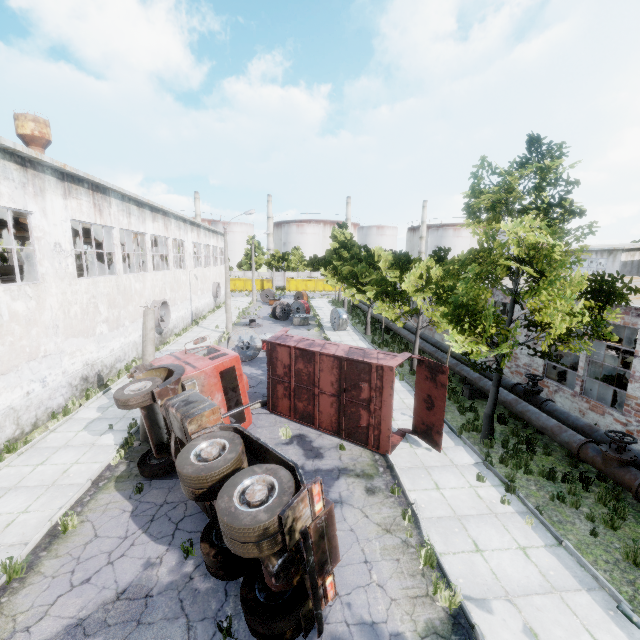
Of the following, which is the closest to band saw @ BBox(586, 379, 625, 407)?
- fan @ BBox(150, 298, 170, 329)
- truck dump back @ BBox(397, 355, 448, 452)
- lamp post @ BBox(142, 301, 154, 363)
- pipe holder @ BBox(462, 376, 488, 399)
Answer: pipe holder @ BBox(462, 376, 488, 399)

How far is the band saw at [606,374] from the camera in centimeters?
1288cm

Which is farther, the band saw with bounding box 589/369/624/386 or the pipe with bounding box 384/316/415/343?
the pipe with bounding box 384/316/415/343

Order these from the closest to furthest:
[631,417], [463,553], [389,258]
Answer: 1. [463,553]
2. [631,417]
3. [389,258]

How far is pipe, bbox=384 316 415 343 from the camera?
22.5m

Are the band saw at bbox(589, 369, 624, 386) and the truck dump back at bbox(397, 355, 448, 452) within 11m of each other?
yes

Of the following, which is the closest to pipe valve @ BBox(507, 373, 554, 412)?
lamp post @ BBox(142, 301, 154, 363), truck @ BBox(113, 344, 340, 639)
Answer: truck @ BBox(113, 344, 340, 639)
